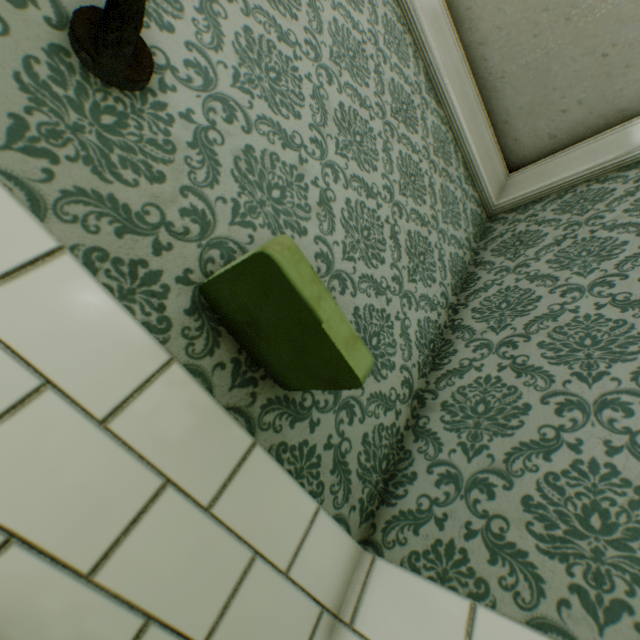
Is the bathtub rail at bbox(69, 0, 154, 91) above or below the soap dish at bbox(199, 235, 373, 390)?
above

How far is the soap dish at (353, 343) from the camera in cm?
43

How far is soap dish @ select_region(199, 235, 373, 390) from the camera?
0.4 meters

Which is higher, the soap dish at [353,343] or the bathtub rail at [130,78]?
the bathtub rail at [130,78]

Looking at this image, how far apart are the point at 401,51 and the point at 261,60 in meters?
0.9 m
